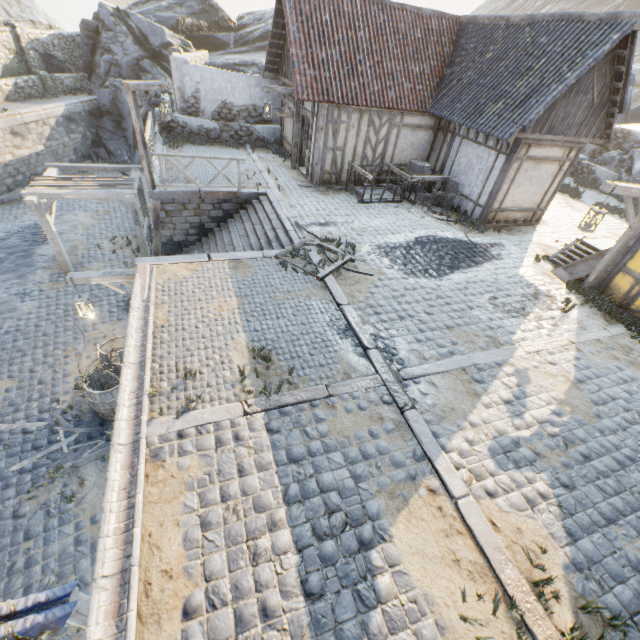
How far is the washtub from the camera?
9.55m

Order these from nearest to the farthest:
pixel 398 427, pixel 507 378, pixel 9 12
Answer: pixel 398 427, pixel 507 378, pixel 9 12

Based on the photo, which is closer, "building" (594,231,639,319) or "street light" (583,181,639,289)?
"street light" (583,181,639,289)

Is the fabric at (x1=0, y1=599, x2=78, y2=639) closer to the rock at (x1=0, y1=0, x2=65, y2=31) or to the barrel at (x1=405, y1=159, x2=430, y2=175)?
the barrel at (x1=405, y1=159, x2=430, y2=175)

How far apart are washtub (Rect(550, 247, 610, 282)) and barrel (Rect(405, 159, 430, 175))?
6.2 meters

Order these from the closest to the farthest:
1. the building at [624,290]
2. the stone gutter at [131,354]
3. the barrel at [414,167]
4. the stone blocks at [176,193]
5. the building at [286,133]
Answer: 1. the stone gutter at [131,354]
2. the building at [624,290]
3. the stone blocks at [176,193]
4. the barrel at [414,167]
5. the building at [286,133]

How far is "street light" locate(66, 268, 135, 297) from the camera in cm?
751

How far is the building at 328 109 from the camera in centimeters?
1103cm
